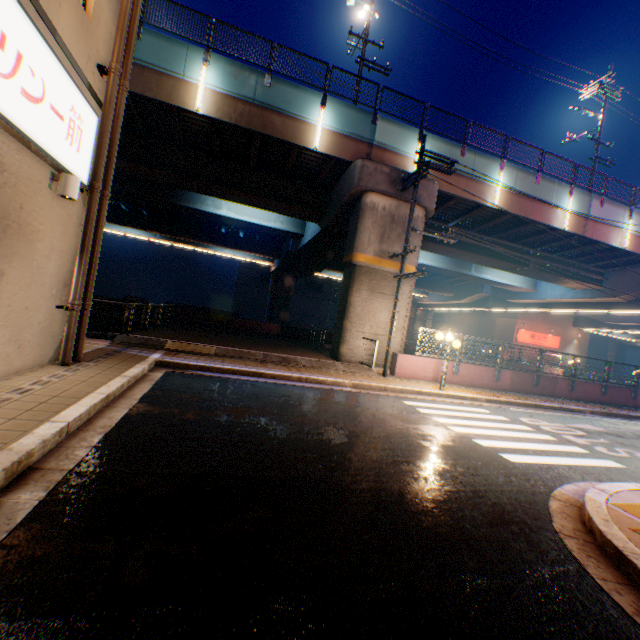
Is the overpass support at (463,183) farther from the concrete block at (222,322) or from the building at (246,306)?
the building at (246,306)

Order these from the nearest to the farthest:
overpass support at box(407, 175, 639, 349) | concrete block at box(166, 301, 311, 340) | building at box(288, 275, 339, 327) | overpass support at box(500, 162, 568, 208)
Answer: overpass support at box(500, 162, 568, 208)
overpass support at box(407, 175, 639, 349)
concrete block at box(166, 301, 311, 340)
building at box(288, 275, 339, 327)

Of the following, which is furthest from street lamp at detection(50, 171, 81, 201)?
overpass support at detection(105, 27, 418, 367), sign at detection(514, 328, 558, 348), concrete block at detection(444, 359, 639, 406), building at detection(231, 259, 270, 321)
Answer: building at detection(231, 259, 270, 321)

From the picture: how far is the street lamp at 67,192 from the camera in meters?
5.7

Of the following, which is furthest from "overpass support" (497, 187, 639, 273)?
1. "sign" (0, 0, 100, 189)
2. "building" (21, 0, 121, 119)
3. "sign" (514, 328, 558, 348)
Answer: "sign" (0, 0, 100, 189)

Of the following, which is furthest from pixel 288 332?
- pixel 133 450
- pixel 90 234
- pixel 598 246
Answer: pixel 598 246

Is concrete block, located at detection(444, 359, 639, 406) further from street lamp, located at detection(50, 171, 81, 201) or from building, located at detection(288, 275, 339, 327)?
building, located at detection(288, 275, 339, 327)

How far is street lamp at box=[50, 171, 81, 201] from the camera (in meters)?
5.73
